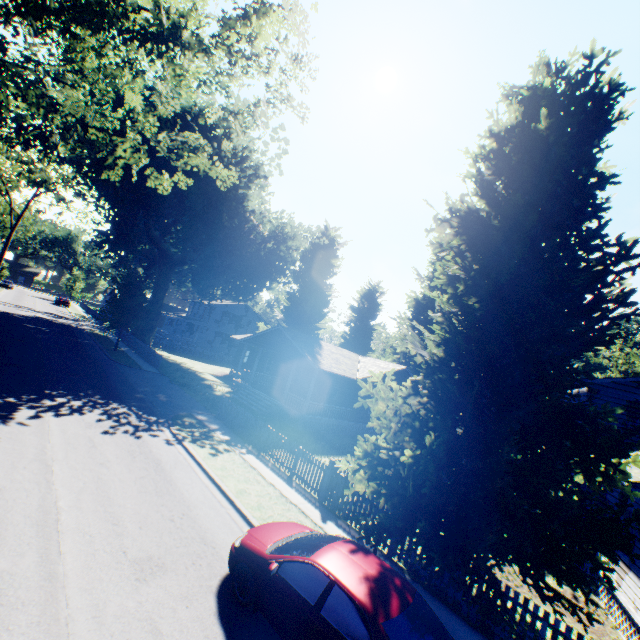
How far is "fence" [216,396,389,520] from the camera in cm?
1095

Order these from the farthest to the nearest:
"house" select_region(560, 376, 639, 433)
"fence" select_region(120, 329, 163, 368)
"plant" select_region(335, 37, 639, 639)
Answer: "fence" select_region(120, 329, 163, 368) < "house" select_region(560, 376, 639, 433) < "plant" select_region(335, 37, 639, 639)

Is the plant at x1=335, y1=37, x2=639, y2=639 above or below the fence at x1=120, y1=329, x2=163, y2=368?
above

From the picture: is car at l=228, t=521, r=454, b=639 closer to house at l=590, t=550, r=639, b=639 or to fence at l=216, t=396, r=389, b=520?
fence at l=216, t=396, r=389, b=520

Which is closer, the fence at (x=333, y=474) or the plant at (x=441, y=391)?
the plant at (x=441, y=391)

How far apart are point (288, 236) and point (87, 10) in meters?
28.5 m

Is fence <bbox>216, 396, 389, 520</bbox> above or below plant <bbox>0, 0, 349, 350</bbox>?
below

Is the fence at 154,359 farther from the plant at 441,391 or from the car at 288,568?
the car at 288,568
